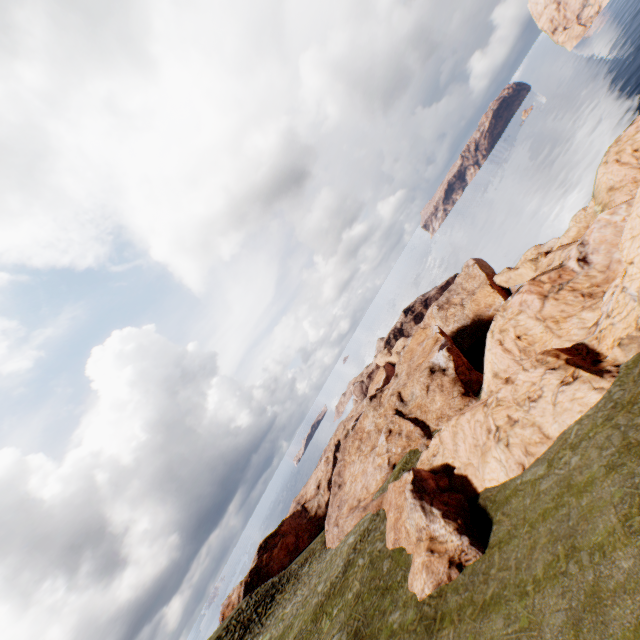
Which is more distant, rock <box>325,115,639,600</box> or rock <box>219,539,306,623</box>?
rock <box>219,539,306,623</box>

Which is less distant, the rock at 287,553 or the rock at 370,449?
the rock at 370,449

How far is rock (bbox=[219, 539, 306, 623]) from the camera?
52.3m

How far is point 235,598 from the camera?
53.2 meters

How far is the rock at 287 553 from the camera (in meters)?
52.34
